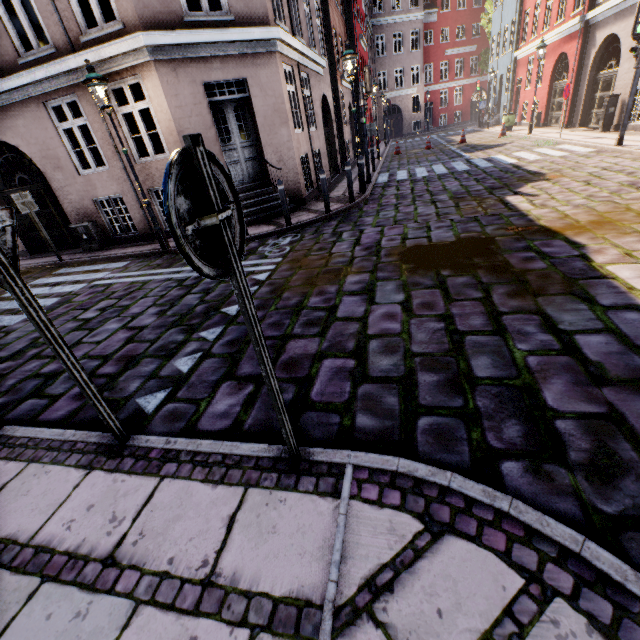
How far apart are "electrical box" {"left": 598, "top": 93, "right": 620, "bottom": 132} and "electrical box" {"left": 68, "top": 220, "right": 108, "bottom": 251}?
19.23m

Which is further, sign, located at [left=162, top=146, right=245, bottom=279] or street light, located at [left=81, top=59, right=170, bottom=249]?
street light, located at [left=81, top=59, right=170, bottom=249]

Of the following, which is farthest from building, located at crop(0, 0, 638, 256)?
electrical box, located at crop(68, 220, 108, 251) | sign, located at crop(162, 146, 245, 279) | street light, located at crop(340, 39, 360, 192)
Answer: sign, located at crop(162, 146, 245, 279)

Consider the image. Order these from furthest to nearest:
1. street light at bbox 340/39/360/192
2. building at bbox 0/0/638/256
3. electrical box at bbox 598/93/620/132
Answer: electrical box at bbox 598/93/620/132, street light at bbox 340/39/360/192, building at bbox 0/0/638/256

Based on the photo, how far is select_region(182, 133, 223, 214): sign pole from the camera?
1.2m

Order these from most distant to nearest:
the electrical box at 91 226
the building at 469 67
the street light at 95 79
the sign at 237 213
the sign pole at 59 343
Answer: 1. the electrical box at 91 226
2. the building at 469 67
3. the street light at 95 79
4. the sign pole at 59 343
5. the sign at 237 213

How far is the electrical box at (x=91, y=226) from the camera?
9.74m

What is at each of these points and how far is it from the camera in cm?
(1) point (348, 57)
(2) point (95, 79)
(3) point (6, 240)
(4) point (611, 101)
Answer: (1) street light, 893
(2) street light, 652
(3) sign, 194
(4) electrical box, 1257
